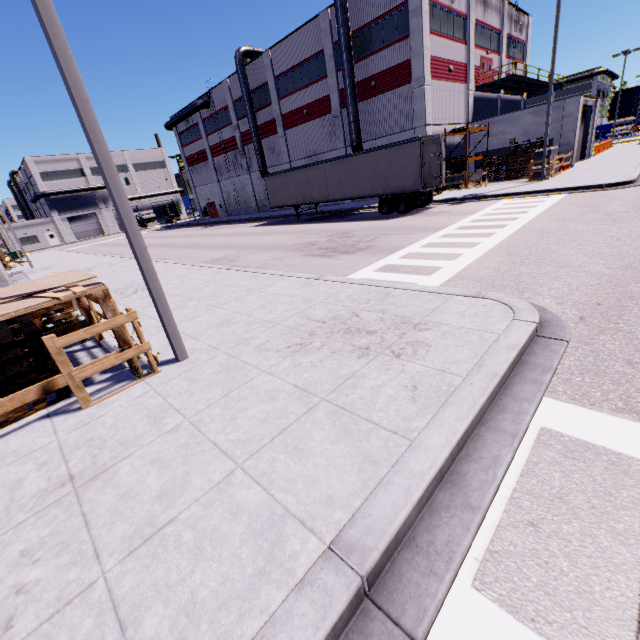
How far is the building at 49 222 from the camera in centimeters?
5709cm

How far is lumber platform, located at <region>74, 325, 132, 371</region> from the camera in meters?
4.9 m

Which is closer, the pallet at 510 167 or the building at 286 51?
the pallet at 510 167

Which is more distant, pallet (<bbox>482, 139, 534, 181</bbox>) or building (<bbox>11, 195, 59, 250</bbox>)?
building (<bbox>11, 195, 59, 250</bbox>)

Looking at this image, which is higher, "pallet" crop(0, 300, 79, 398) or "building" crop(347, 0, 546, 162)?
"building" crop(347, 0, 546, 162)

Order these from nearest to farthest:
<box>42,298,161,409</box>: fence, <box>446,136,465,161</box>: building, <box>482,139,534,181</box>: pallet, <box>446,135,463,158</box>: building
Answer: <box>42,298,161,409</box>: fence, <box>482,139,534,181</box>: pallet, <box>446,135,463,158</box>: building, <box>446,136,465,161</box>: building

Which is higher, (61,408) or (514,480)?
(61,408)

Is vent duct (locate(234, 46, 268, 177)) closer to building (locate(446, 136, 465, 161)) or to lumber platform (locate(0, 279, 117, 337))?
building (locate(446, 136, 465, 161))
